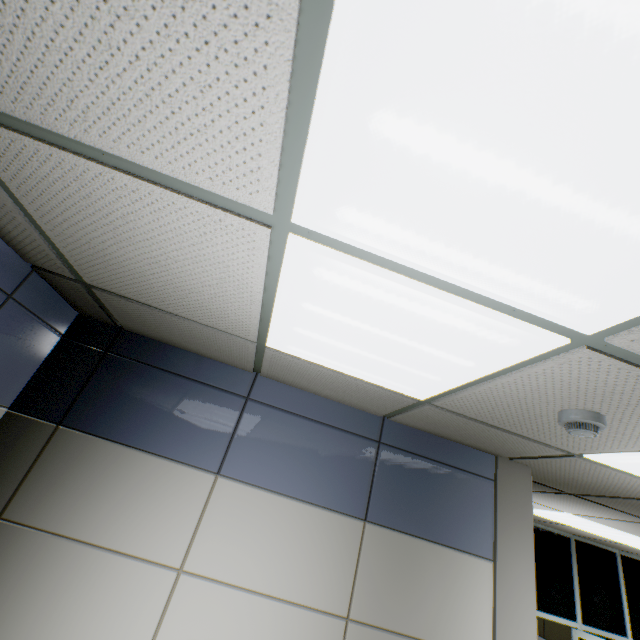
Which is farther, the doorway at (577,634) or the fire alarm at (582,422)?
the doorway at (577,634)

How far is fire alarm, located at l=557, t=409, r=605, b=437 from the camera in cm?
137

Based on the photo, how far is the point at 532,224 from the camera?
0.7m

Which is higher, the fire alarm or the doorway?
the fire alarm

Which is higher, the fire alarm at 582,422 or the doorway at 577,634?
the fire alarm at 582,422

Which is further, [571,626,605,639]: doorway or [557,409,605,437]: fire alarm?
[571,626,605,639]: doorway
